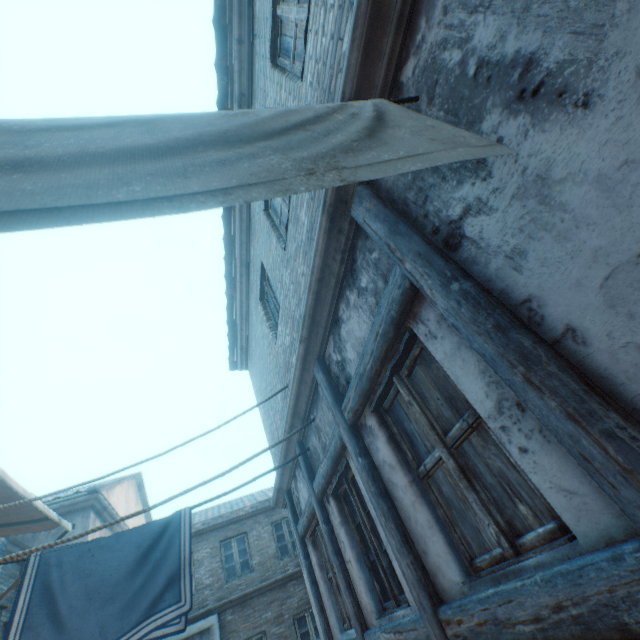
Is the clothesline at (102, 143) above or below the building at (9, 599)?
below

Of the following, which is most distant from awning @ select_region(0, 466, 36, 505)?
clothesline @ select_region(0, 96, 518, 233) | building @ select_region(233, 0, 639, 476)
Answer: clothesline @ select_region(0, 96, 518, 233)

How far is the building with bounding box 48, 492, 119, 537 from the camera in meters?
9.6 m

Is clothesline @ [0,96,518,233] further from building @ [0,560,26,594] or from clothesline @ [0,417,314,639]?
clothesline @ [0,417,314,639]

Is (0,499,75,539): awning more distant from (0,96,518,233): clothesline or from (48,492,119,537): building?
(0,96,518,233): clothesline

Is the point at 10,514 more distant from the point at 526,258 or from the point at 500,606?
the point at 526,258

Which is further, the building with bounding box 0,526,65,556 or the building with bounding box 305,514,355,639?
the building with bounding box 0,526,65,556

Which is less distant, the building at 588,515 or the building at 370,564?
the building at 588,515
